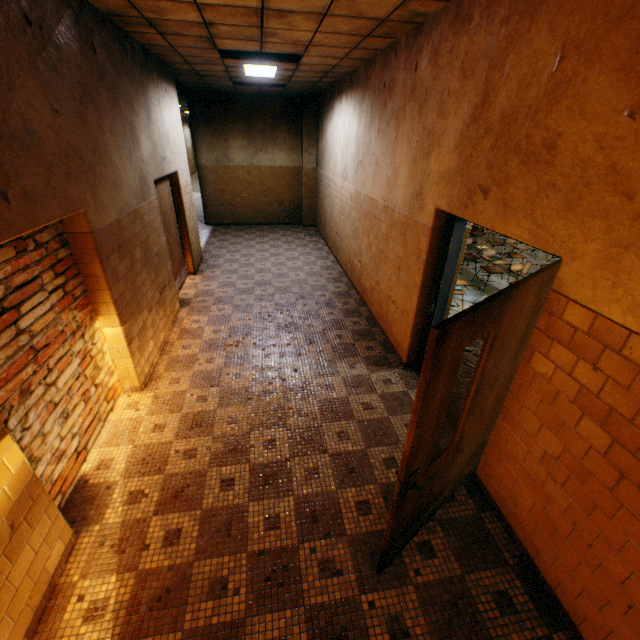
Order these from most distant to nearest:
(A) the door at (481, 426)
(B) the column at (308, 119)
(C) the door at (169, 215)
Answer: (B) the column at (308, 119) → (C) the door at (169, 215) → (A) the door at (481, 426)

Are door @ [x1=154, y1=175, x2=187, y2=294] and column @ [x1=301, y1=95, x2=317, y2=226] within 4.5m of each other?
no

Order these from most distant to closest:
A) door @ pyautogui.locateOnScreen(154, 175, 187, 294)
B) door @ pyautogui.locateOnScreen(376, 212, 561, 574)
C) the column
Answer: the column
door @ pyautogui.locateOnScreen(154, 175, 187, 294)
door @ pyautogui.locateOnScreen(376, 212, 561, 574)

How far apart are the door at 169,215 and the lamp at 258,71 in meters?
2.4

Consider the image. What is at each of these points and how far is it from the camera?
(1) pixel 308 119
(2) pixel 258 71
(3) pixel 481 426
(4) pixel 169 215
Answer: (1) column, 10.1 meters
(2) lamp, 6.5 meters
(3) door, 2.6 meters
(4) door, 6.3 meters

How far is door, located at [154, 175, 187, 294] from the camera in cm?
583

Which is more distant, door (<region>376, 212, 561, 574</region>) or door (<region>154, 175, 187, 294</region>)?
door (<region>154, 175, 187, 294</region>)

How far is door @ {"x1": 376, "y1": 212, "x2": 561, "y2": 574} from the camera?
1.5m
